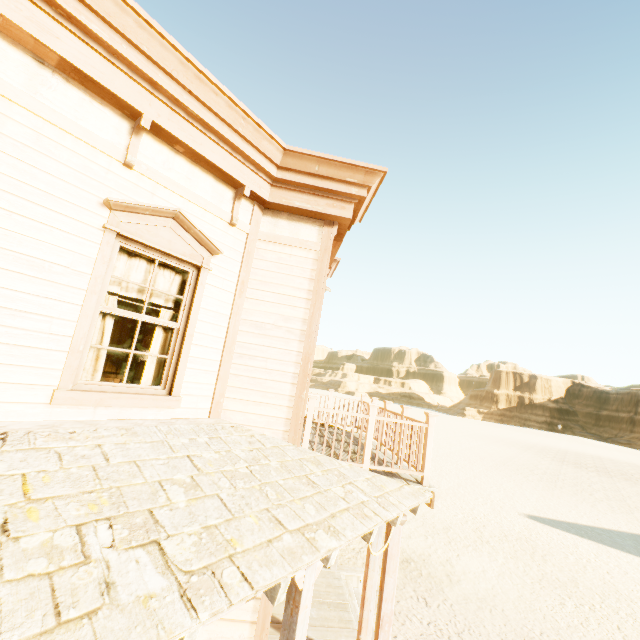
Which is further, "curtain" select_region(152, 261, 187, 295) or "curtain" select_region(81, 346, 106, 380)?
"curtain" select_region(152, 261, 187, 295)

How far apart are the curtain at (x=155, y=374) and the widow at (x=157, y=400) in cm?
1

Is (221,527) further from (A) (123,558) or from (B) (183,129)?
(B) (183,129)

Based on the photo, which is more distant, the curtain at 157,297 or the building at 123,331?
the building at 123,331

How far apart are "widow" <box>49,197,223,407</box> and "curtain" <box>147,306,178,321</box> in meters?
0.0 m

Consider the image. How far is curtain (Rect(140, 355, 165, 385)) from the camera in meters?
3.9 m

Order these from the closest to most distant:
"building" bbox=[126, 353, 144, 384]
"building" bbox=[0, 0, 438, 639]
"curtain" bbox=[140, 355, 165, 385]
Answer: "building" bbox=[0, 0, 438, 639], "curtain" bbox=[140, 355, 165, 385], "building" bbox=[126, 353, 144, 384]
